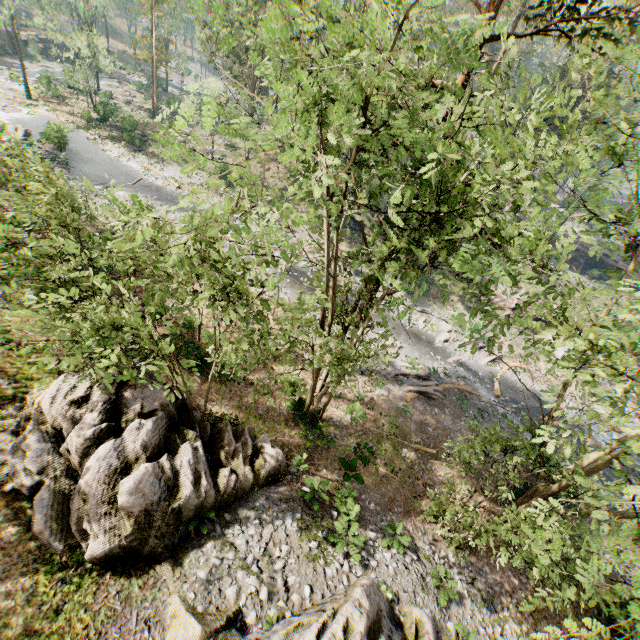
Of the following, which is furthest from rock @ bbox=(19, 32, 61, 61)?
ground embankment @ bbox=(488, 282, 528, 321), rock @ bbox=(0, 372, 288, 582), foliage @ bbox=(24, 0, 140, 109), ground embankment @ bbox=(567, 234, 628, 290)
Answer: rock @ bbox=(0, 372, 288, 582)

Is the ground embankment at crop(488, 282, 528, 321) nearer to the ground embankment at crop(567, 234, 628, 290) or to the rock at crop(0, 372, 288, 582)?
the ground embankment at crop(567, 234, 628, 290)

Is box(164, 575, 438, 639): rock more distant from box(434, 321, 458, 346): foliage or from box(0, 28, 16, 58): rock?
box(0, 28, 16, 58): rock

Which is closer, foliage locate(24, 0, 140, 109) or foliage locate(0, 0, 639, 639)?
foliage locate(0, 0, 639, 639)

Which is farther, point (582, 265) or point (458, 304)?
point (582, 265)

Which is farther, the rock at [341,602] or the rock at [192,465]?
the rock at [192,465]

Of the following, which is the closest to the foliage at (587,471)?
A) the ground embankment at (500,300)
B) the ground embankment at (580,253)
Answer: the ground embankment at (500,300)
